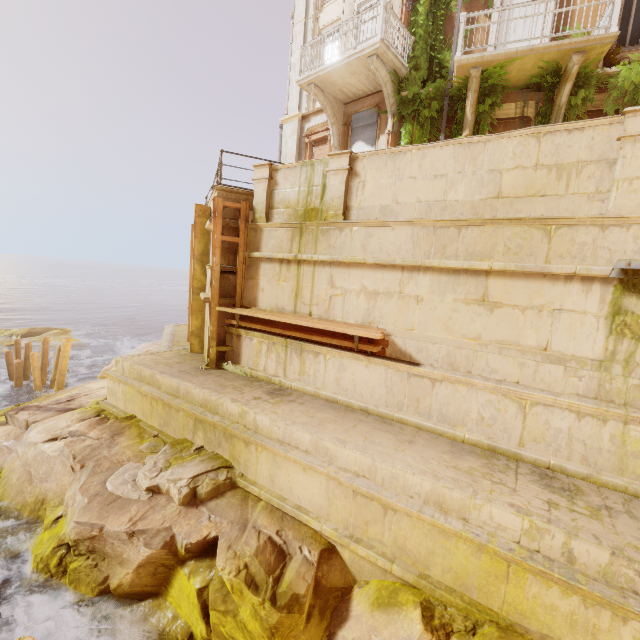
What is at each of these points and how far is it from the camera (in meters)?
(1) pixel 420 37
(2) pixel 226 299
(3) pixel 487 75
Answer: (1) plant, 10.50
(2) building, 9.06
(3) plant, 8.95

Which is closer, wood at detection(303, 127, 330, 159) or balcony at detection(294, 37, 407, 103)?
balcony at detection(294, 37, 407, 103)

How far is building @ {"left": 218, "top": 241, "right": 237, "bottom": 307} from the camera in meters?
9.1

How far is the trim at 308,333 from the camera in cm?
685

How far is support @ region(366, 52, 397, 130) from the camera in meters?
9.7 m

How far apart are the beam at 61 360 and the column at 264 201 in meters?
10.2 m

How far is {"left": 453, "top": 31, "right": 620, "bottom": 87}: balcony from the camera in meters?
7.7

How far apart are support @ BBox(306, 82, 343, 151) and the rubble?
11.5 meters
